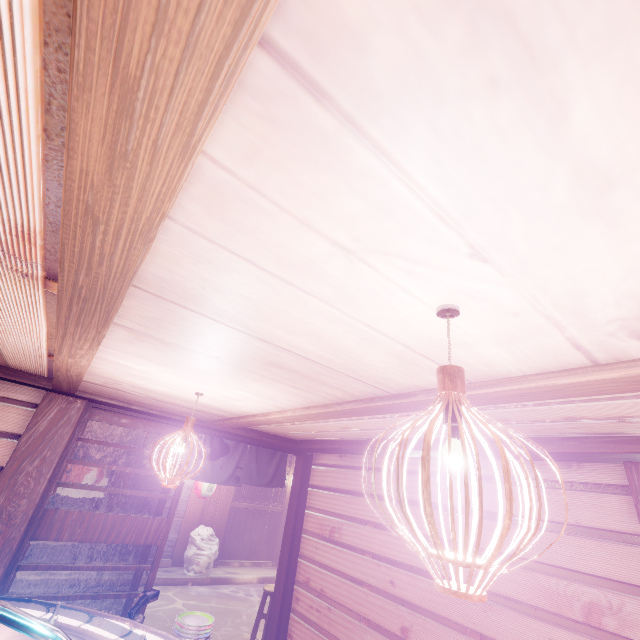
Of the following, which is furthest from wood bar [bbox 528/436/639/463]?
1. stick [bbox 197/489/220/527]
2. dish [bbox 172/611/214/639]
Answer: stick [bbox 197/489/220/527]

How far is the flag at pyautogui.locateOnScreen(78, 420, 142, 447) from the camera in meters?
7.9

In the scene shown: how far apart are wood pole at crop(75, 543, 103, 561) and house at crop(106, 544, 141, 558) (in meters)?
0.01

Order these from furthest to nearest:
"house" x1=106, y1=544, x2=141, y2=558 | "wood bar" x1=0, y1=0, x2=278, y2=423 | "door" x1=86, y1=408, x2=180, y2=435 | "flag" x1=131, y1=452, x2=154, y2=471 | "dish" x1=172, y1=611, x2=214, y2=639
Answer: "house" x1=106, y1=544, x2=141, y2=558 < "flag" x1=131, y1=452, x2=154, y2=471 < "door" x1=86, y1=408, x2=180, y2=435 < "dish" x1=172, y1=611, x2=214, y2=639 < "wood bar" x1=0, y1=0, x2=278, y2=423

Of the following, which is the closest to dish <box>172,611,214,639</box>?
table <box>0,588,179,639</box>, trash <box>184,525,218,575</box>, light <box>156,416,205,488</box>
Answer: table <box>0,588,179,639</box>

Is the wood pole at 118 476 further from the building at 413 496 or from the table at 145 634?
the table at 145 634

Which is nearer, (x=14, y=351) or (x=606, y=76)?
(x=606, y=76)

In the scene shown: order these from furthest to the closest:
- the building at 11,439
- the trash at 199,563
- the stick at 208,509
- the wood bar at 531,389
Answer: the stick at 208,509, the trash at 199,563, the building at 11,439, the wood bar at 531,389
